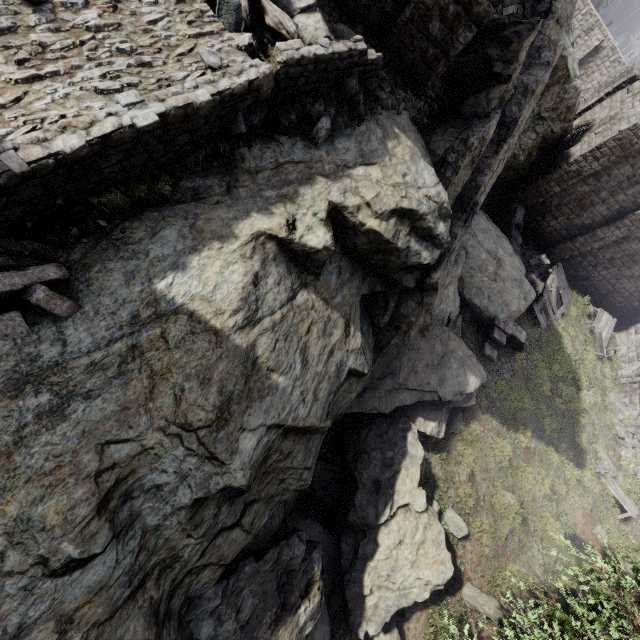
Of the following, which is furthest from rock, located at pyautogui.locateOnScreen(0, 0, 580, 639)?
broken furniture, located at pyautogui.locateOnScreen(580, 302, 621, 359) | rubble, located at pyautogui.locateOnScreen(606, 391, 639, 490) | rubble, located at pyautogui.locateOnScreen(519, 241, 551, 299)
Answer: rubble, located at pyautogui.locateOnScreen(606, 391, 639, 490)

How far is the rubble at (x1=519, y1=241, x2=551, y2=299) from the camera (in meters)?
20.19

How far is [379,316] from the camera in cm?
772

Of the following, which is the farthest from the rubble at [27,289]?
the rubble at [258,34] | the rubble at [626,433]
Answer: the rubble at [626,433]

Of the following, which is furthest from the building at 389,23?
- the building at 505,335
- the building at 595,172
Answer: the building at 505,335

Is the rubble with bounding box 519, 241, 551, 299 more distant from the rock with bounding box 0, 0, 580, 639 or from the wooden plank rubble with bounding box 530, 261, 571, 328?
the rock with bounding box 0, 0, 580, 639

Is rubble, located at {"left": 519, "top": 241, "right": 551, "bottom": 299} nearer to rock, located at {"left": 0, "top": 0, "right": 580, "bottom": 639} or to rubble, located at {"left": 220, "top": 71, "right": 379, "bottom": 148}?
rock, located at {"left": 0, "top": 0, "right": 580, "bottom": 639}

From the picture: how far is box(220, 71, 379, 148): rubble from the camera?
4.6 meters
